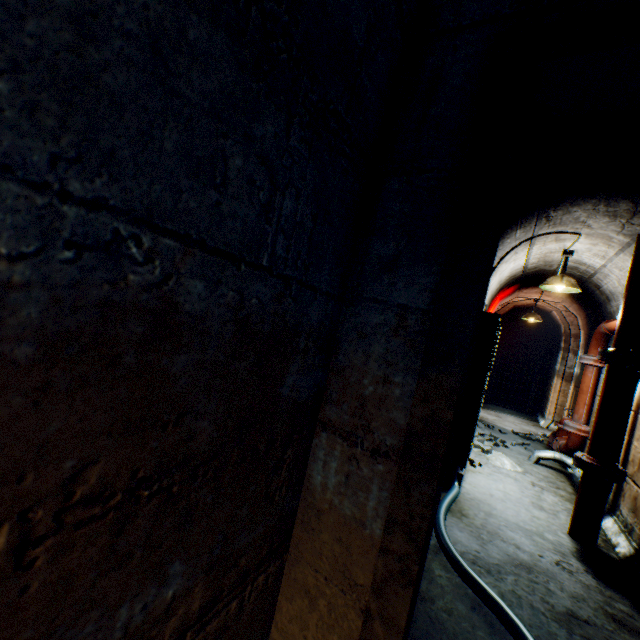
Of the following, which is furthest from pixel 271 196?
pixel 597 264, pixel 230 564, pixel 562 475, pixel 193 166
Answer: pixel 562 475

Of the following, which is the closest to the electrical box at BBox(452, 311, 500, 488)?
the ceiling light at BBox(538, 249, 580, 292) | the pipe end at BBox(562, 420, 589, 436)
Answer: the ceiling light at BBox(538, 249, 580, 292)

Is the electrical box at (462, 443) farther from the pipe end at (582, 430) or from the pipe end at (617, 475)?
the pipe end at (582, 430)

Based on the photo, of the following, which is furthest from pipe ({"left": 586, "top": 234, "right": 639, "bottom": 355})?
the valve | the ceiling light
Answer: the valve

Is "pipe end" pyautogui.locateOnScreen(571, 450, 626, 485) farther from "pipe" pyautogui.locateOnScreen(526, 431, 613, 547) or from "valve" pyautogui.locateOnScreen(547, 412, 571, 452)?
"valve" pyautogui.locateOnScreen(547, 412, 571, 452)

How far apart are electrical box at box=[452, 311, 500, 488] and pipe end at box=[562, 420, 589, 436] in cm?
199

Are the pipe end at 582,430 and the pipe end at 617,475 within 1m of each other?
no

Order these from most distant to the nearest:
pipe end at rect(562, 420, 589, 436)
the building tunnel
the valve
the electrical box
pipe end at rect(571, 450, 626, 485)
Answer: the valve → pipe end at rect(562, 420, 589, 436) → the electrical box → pipe end at rect(571, 450, 626, 485) → the building tunnel
